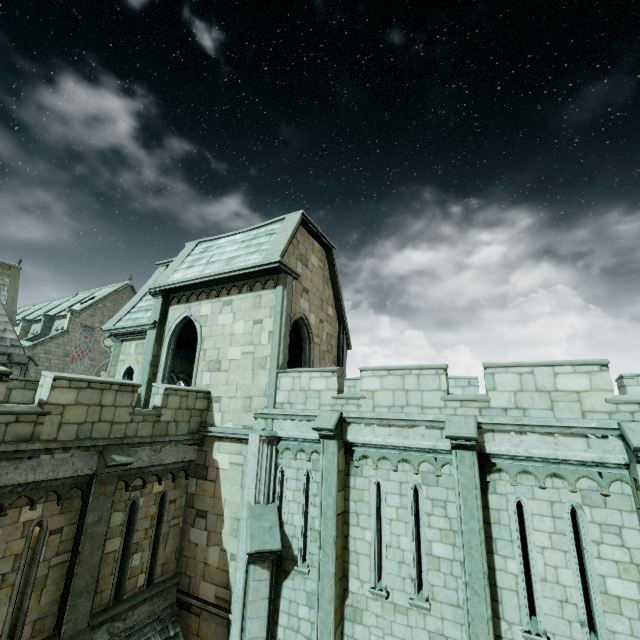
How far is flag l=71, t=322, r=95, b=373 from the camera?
37.41m

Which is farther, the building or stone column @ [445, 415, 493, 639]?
the building

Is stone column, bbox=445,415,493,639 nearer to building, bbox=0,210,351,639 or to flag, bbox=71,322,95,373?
building, bbox=0,210,351,639

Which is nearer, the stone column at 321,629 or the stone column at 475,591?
the stone column at 475,591

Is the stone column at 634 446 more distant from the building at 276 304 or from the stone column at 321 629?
the stone column at 321 629

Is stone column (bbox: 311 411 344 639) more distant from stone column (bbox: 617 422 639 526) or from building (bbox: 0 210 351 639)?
stone column (bbox: 617 422 639 526)

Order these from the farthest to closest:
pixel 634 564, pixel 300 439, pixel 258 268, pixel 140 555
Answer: pixel 258 268
pixel 300 439
pixel 140 555
pixel 634 564

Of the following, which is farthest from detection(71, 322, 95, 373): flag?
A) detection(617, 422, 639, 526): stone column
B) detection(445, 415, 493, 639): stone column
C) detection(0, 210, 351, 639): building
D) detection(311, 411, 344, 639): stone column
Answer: detection(617, 422, 639, 526): stone column
